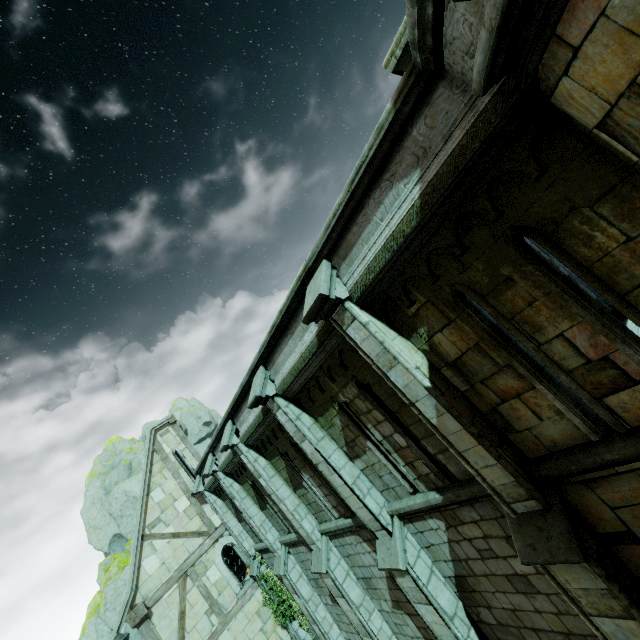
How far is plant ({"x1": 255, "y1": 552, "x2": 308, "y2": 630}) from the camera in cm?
1353

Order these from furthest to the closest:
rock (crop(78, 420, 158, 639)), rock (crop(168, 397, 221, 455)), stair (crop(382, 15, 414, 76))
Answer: rock (crop(168, 397, 221, 455)) → rock (crop(78, 420, 158, 639)) → stair (crop(382, 15, 414, 76))

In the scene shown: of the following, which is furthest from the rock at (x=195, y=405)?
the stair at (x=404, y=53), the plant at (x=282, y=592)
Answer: the stair at (x=404, y=53)

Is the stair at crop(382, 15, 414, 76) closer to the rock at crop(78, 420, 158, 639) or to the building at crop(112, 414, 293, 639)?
the building at crop(112, 414, 293, 639)

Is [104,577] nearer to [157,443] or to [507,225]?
[157,443]

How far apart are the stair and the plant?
16.4m

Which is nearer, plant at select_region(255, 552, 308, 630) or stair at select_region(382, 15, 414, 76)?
stair at select_region(382, 15, 414, 76)
